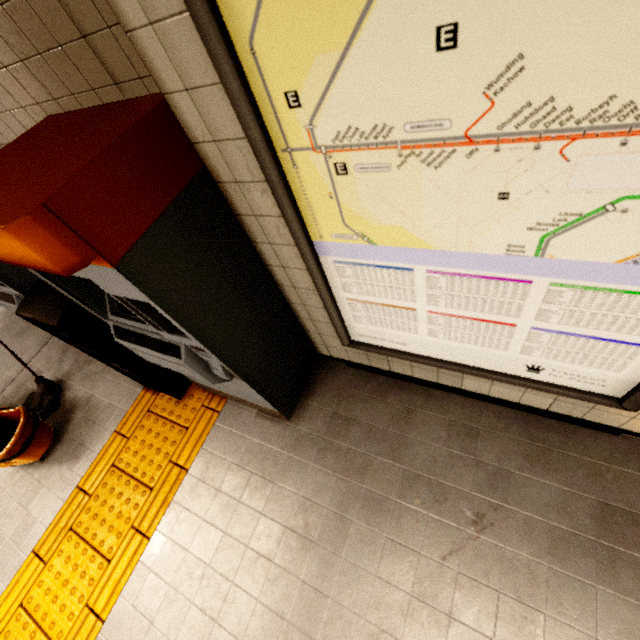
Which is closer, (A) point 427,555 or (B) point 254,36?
(B) point 254,36

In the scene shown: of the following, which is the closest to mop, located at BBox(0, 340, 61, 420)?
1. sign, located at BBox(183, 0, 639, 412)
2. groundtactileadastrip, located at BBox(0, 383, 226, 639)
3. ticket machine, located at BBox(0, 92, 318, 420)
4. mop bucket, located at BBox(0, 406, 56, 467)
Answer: mop bucket, located at BBox(0, 406, 56, 467)

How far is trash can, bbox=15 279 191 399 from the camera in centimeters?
187cm

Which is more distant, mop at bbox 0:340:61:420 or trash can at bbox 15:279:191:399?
mop at bbox 0:340:61:420

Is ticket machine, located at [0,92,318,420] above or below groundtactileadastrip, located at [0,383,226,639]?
above

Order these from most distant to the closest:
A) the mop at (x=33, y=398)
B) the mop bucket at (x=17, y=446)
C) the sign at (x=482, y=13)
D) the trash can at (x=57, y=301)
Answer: the mop at (x=33, y=398) → the mop bucket at (x=17, y=446) → the trash can at (x=57, y=301) → the sign at (x=482, y=13)

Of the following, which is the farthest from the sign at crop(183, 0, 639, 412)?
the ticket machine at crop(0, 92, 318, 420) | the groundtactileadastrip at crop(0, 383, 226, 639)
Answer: the groundtactileadastrip at crop(0, 383, 226, 639)

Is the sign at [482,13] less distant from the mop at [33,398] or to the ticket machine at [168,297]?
the ticket machine at [168,297]
